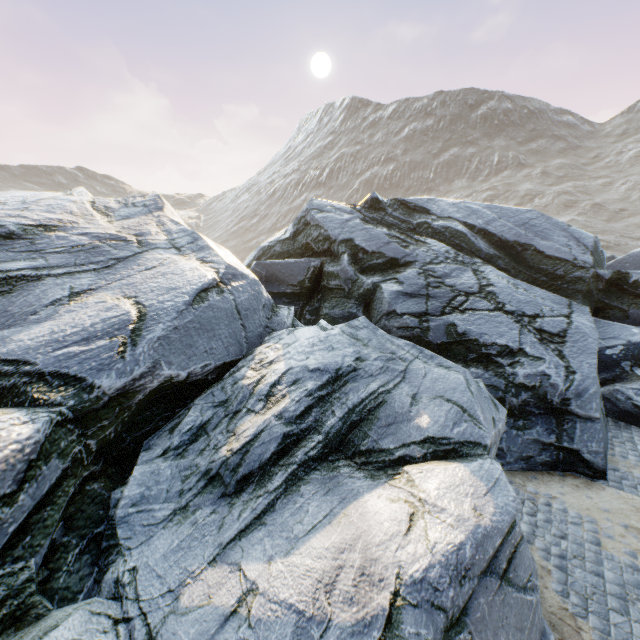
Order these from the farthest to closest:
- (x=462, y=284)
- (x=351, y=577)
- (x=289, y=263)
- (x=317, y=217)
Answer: (x=317, y=217), (x=289, y=263), (x=462, y=284), (x=351, y=577)
